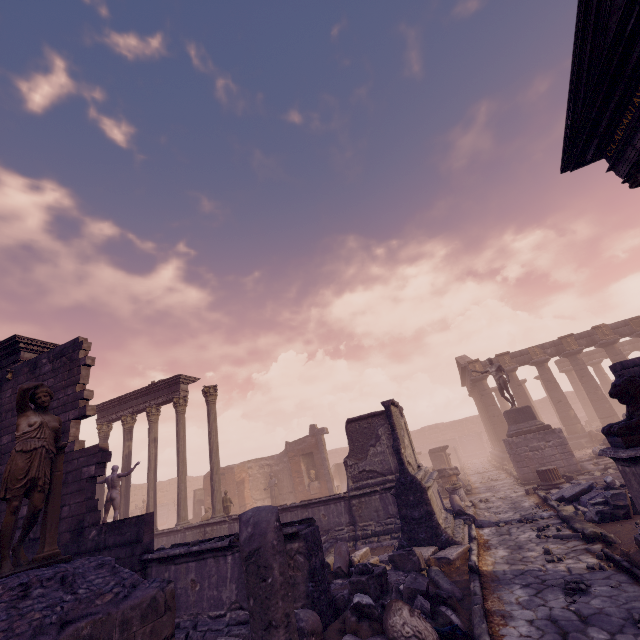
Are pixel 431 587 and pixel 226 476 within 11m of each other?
no

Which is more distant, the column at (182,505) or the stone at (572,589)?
the column at (182,505)

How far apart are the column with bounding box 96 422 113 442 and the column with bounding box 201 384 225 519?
6.10m

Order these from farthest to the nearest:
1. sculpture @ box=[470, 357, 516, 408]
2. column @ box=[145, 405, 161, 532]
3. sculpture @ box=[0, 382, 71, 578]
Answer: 1. sculpture @ box=[470, 357, 516, 408]
2. column @ box=[145, 405, 161, 532]
3. sculpture @ box=[0, 382, 71, 578]

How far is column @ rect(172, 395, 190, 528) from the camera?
13.6m

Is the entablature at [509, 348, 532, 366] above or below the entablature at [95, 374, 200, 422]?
below

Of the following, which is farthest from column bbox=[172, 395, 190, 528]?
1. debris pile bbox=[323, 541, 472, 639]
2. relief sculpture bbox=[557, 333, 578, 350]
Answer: relief sculpture bbox=[557, 333, 578, 350]

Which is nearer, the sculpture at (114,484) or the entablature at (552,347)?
the sculpture at (114,484)
